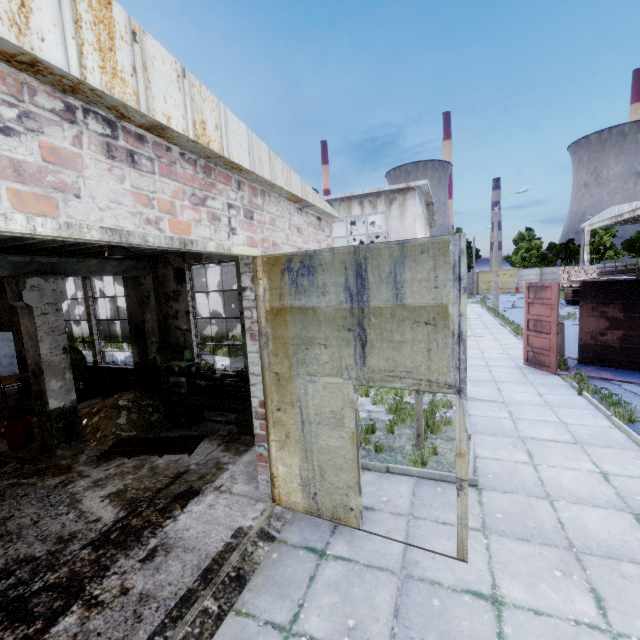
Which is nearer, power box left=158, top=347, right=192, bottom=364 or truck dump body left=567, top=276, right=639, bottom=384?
power box left=158, top=347, right=192, bottom=364

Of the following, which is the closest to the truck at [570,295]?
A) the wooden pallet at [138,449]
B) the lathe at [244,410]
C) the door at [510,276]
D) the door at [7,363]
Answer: the door at [510,276]

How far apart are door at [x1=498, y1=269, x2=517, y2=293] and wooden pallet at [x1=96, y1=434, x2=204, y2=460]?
54.3m

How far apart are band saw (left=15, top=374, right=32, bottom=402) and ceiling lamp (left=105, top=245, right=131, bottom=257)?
6.0m

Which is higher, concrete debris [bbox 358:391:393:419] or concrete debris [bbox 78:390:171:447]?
concrete debris [bbox 78:390:171:447]

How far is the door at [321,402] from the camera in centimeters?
358cm

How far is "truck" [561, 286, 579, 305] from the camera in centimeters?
2869cm

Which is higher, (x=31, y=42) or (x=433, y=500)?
(x=31, y=42)
